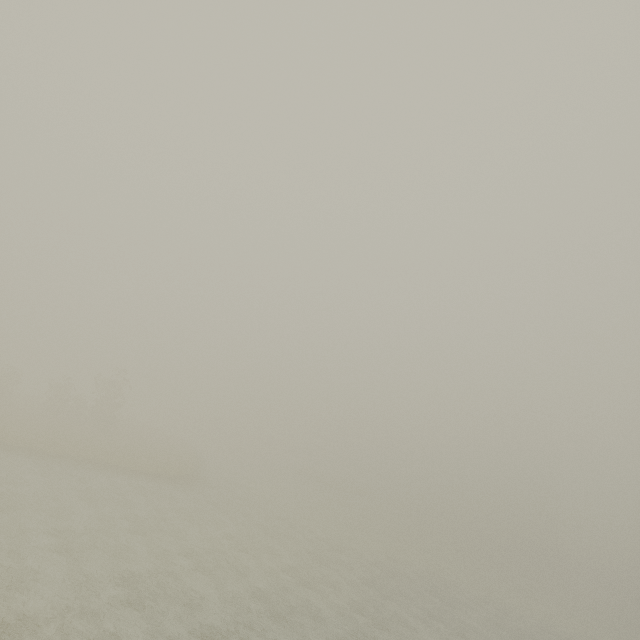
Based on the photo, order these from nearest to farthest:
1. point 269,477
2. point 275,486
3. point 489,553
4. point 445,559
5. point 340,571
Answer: point 340,571, point 445,559, point 275,486, point 269,477, point 489,553
